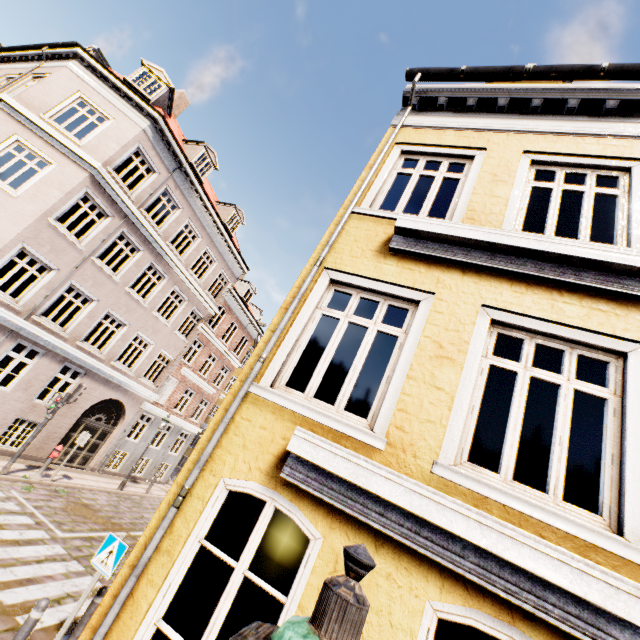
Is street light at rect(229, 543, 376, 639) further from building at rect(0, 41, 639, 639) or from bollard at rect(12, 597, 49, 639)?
building at rect(0, 41, 639, 639)

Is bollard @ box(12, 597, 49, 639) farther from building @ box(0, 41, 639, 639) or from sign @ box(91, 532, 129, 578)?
building @ box(0, 41, 639, 639)

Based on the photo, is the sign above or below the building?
below

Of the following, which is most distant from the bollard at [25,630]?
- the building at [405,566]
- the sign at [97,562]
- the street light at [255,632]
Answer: the building at [405,566]

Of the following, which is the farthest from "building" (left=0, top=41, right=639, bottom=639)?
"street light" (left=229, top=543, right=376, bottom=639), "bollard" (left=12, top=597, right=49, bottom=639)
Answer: Result: "bollard" (left=12, top=597, right=49, bottom=639)

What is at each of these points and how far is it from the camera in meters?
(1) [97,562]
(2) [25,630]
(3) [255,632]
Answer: (1) sign, 5.4
(2) bollard, 4.5
(3) street light, 1.0

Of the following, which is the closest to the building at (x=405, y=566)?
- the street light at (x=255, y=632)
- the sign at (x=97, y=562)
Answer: the street light at (x=255, y=632)

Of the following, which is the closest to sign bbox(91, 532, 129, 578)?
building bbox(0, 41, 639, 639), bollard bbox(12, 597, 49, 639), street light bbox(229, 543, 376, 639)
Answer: bollard bbox(12, 597, 49, 639)
